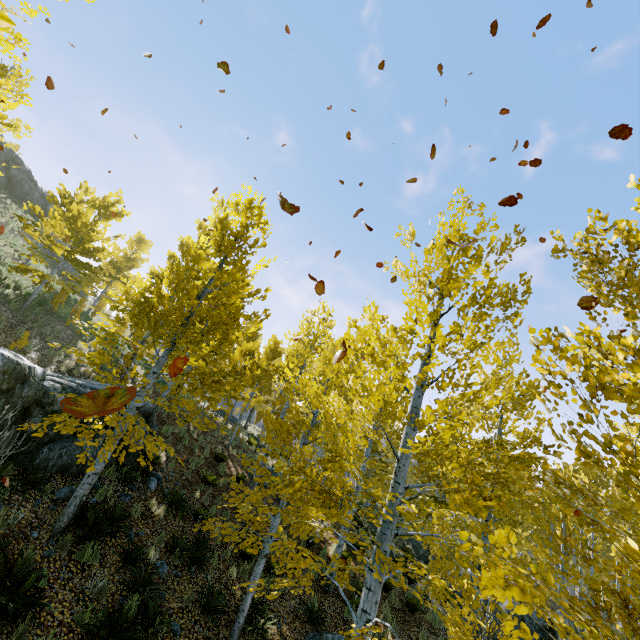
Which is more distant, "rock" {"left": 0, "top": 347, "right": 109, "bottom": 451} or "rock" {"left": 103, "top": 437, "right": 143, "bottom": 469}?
"rock" {"left": 103, "top": 437, "right": 143, "bottom": 469}

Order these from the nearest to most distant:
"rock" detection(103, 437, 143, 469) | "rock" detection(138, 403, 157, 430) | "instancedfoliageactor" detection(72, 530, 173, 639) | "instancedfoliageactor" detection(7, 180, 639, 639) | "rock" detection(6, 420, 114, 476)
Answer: "instancedfoliageactor" detection(7, 180, 639, 639), "instancedfoliageactor" detection(72, 530, 173, 639), "rock" detection(6, 420, 114, 476), "rock" detection(103, 437, 143, 469), "rock" detection(138, 403, 157, 430)

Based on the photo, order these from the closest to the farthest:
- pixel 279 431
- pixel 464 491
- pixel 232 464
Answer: pixel 279 431 → pixel 464 491 → pixel 232 464

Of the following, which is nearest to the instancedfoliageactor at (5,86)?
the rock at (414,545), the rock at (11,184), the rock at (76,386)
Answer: the rock at (414,545)

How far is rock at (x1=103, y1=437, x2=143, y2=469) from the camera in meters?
9.6 m

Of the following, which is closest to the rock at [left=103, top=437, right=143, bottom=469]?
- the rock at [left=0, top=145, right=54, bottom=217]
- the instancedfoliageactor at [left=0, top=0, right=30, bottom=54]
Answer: the instancedfoliageactor at [left=0, top=0, right=30, bottom=54]

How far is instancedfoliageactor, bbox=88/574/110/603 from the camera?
6.1 meters

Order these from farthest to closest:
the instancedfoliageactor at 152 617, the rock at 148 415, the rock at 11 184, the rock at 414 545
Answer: the rock at 11 184, the rock at 414 545, the rock at 148 415, the instancedfoliageactor at 152 617
